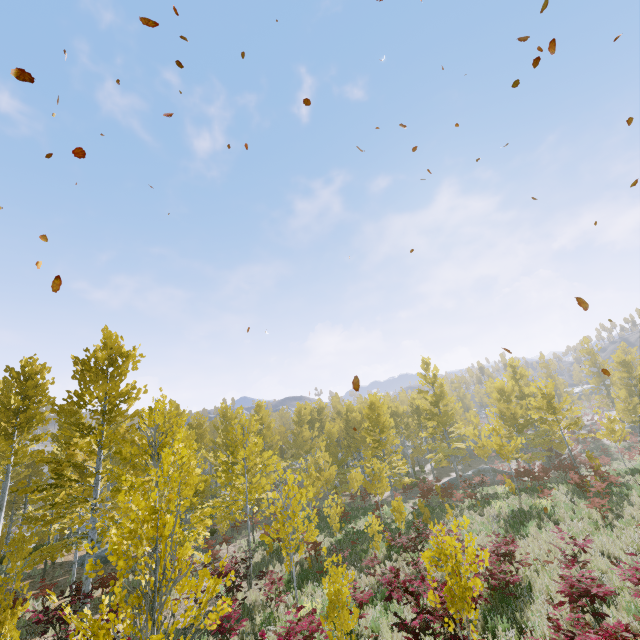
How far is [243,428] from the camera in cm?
1502

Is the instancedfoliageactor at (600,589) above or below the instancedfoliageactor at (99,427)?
below

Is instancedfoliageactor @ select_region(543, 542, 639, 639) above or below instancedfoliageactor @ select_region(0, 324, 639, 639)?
below
